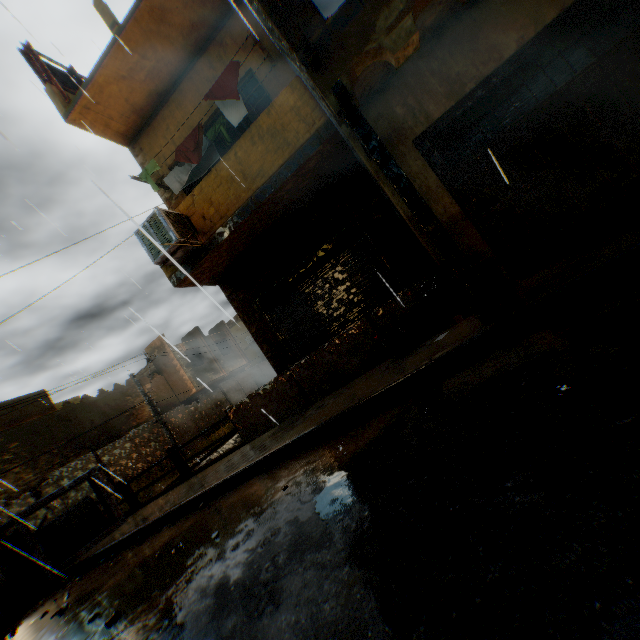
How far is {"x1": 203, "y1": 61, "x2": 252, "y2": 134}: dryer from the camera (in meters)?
6.62

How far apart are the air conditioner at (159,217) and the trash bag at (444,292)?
3.8 meters

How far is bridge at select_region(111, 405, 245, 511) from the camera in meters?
7.7

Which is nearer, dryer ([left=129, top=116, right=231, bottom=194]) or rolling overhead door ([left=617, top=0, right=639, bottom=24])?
rolling overhead door ([left=617, top=0, right=639, bottom=24])

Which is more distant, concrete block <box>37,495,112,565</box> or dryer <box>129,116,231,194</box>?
concrete block <box>37,495,112,565</box>

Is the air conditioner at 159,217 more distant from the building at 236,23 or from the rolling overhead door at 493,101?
the rolling overhead door at 493,101

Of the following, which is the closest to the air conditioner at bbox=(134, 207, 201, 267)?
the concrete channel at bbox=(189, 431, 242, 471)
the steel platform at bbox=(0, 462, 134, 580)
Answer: the concrete channel at bbox=(189, 431, 242, 471)

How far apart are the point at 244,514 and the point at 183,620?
1.3 meters
